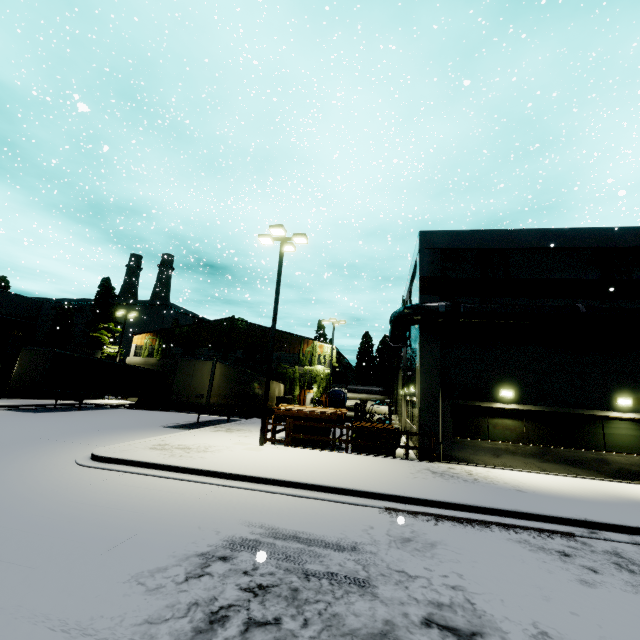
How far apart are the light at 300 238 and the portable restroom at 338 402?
13.7m

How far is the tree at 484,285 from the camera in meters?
15.3 m

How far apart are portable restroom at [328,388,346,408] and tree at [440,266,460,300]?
14.2m

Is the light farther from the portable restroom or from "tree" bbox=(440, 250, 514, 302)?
the portable restroom

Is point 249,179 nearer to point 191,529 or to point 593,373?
point 593,373

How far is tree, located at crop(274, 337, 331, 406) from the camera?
32.82m

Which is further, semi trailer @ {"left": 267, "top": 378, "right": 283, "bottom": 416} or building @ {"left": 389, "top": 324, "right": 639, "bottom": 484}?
semi trailer @ {"left": 267, "top": 378, "right": 283, "bottom": 416}

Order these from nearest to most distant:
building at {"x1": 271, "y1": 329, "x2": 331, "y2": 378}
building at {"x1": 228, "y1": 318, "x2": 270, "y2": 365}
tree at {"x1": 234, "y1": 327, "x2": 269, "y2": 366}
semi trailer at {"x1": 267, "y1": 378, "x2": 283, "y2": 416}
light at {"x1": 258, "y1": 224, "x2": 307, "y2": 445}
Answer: light at {"x1": 258, "y1": 224, "x2": 307, "y2": 445}, semi trailer at {"x1": 267, "y1": 378, "x2": 283, "y2": 416}, building at {"x1": 271, "y1": 329, "x2": 331, "y2": 378}, tree at {"x1": 234, "y1": 327, "x2": 269, "y2": 366}, building at {"x1": 228, "y1": 318, "x2": 270, "y2": 365}
